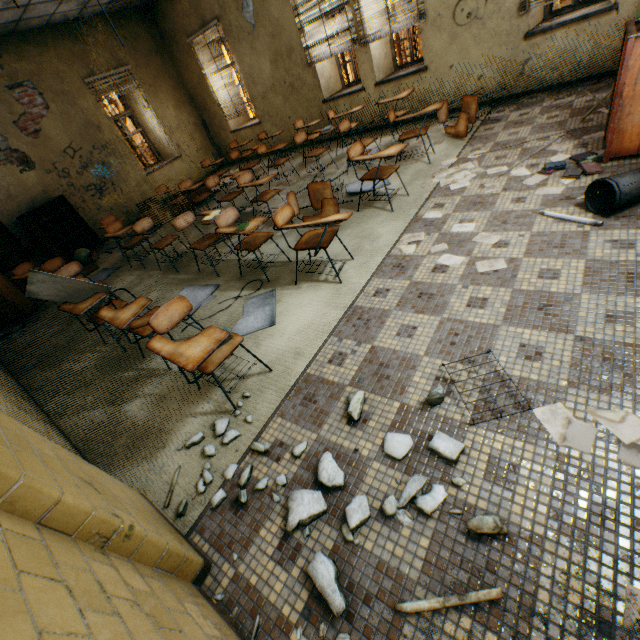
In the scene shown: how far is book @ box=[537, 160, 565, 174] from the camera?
3.4 meters

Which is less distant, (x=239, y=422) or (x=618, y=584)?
(x=618, y=584)

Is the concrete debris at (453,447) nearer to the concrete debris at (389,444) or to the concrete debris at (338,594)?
the concrete debris at (389,444)

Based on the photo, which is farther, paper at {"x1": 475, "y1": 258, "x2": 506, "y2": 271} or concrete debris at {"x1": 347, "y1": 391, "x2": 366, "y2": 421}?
paper at {"x1": 475, "y1": 258, "x2": 506, "y2": 271}

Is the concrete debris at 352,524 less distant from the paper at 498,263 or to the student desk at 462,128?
the paper at 498,263

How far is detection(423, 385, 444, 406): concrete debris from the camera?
1.88m

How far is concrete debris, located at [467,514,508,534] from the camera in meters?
1.4

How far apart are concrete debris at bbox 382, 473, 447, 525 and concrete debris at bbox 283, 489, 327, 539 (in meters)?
0.11
